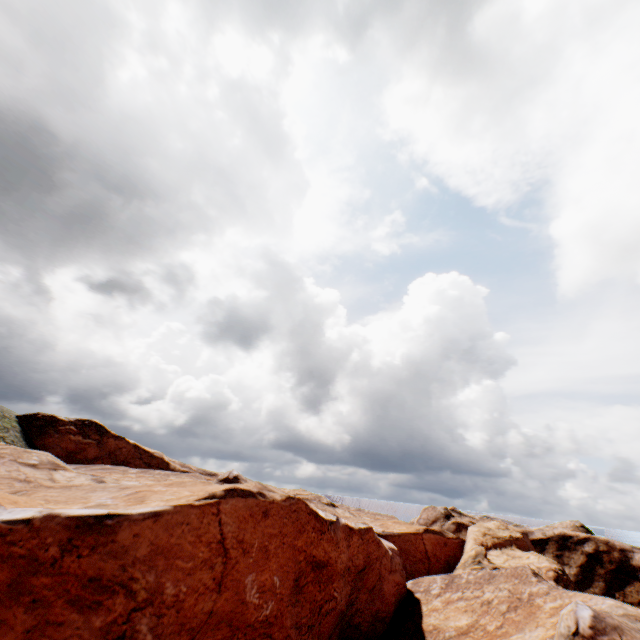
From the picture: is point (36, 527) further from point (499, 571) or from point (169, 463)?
point (169, 463)
